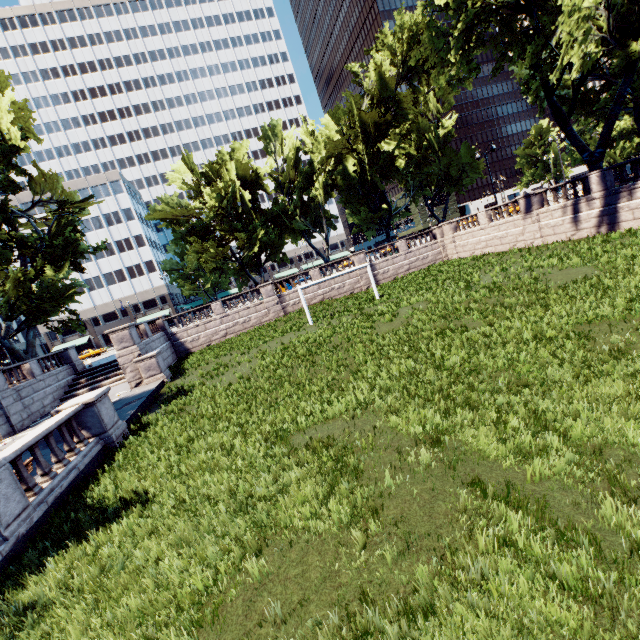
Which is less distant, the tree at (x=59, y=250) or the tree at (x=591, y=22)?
the tree at (x=591, y=22)

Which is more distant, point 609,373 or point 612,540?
point 609,373

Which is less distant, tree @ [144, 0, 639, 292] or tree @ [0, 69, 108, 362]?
tree @ [144, 0, 639, 292]
